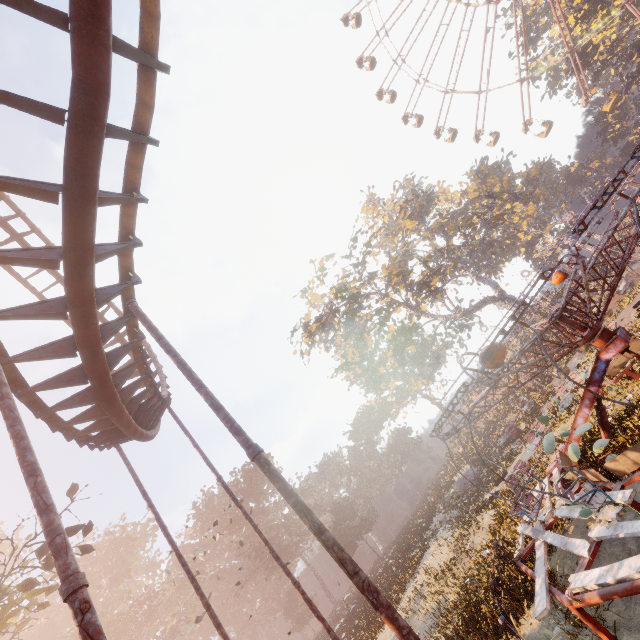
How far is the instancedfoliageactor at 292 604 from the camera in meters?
50.9 m

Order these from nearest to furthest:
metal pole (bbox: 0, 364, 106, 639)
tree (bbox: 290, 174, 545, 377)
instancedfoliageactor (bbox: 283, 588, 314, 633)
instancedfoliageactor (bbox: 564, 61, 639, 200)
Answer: metal pole (bbox: 0, 364, 106, 639) → tree (bbox: 290, 174, 545, 377) → instancedfoliageactor (bbox: 564, 61, 639, 200) → instancedfoliageactor (bbox: 283, 588, 314, 633)

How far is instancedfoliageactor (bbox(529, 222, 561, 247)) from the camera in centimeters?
5836cm

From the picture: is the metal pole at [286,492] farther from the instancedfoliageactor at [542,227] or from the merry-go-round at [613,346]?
the instancedfoliageactor at [542,227]

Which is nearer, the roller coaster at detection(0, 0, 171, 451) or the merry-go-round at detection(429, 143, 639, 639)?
the roller coaster at detection(0, 0, 171, 451)

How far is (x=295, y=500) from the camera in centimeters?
393cm

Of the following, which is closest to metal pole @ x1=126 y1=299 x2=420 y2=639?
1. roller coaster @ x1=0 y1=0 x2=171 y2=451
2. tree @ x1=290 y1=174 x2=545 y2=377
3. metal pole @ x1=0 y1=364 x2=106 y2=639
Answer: roller coaster @ x1=0 y1=0 x2=171 y2=451

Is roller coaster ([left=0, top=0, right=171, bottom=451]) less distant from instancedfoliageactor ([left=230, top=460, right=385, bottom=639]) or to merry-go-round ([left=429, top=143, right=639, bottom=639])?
merry-go-round ([left=429, top=143, right=639, bottom=639])
